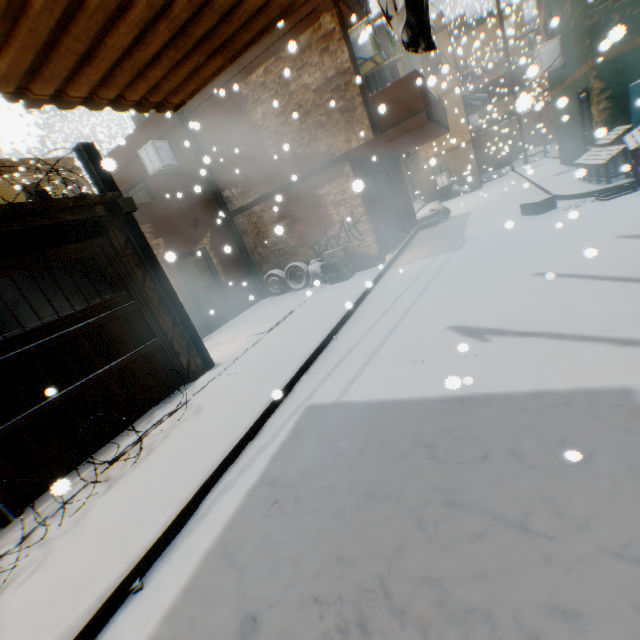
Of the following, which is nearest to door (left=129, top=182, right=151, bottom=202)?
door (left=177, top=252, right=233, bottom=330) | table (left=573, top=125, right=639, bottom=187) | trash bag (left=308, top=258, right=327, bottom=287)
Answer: door (left=177, top=252, right=233, bottom=330)

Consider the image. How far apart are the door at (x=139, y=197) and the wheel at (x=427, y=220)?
10.9m

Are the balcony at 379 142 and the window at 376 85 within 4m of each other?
yes

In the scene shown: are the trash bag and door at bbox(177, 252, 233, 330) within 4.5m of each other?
yes

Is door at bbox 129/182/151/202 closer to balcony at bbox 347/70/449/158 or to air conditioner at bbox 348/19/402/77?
balcony at bbox 347/70/449/158

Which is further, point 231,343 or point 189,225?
point 189,225

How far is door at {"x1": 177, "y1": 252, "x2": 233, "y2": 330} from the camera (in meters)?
9.79

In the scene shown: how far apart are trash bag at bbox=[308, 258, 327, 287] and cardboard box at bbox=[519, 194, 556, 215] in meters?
5.4
